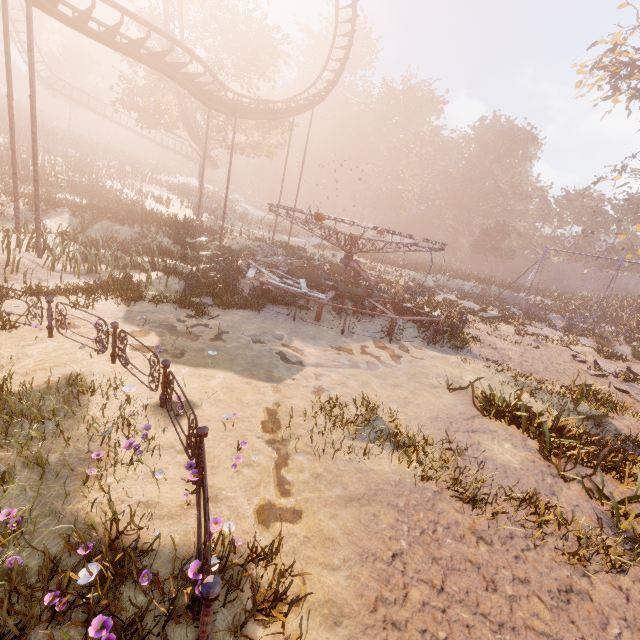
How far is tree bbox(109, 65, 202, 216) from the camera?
26.4m

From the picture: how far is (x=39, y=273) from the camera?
11.42m

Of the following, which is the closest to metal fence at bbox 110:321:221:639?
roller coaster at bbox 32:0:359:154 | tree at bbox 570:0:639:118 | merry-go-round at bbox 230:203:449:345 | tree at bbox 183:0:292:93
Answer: merry-go-round at bbox 230:203:449:345

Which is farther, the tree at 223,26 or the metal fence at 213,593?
the tree at 223,26

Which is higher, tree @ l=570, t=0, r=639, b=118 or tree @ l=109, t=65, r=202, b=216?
tree @ l=570, t=0, r=639, b=118

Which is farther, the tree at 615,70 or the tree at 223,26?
the tree at 223,26

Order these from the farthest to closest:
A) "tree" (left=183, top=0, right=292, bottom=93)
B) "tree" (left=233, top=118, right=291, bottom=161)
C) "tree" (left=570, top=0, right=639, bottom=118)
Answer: "tree" (left=233, top=118, right=291, bottom=161) → "tree" (left=183, top=0, right=292, bottom=93) → "tree" (left=570, top=0, right=639, bottom=118)
